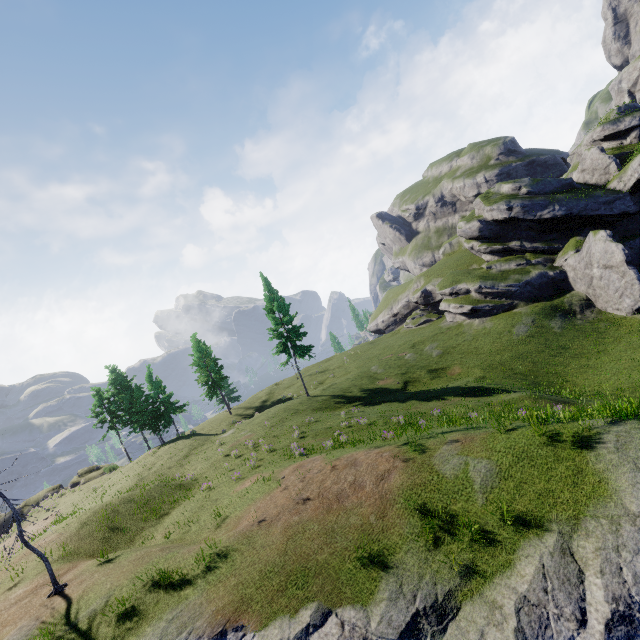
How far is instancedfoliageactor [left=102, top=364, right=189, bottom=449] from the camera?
41.59m

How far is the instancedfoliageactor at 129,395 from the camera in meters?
41.6

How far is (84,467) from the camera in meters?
46.4
